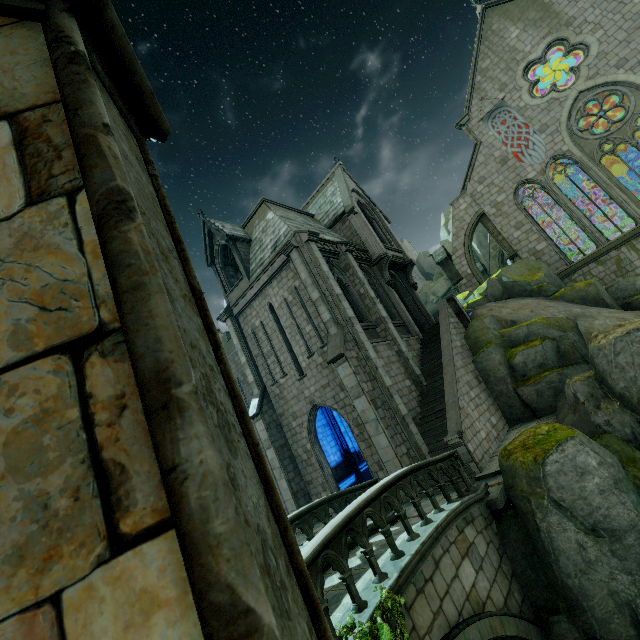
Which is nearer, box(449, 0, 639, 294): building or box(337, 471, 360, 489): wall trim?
box(337, 471, 360, 489): wall trim

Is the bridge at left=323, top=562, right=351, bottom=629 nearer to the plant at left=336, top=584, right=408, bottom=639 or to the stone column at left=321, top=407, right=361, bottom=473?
the plant at left=336, top=584, right=408, bottom=639

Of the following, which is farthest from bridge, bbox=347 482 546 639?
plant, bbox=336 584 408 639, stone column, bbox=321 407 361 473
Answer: stone column, bbox=321 407 361 473

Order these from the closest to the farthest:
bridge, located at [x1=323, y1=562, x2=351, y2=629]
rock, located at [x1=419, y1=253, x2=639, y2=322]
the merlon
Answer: bridge, located at [x1=323, y1=562, x2=351, y2=629]
rock, located at [x1=419, y1=253, x2=639, y2=322]
the merlon

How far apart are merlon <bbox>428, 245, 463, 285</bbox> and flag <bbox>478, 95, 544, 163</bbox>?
7.3 meters

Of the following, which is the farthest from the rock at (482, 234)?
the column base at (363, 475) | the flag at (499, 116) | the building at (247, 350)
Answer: the flag at (499, 116)

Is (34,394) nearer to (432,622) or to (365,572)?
(432,622)

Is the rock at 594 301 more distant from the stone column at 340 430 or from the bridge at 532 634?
the bridge at 532 634
